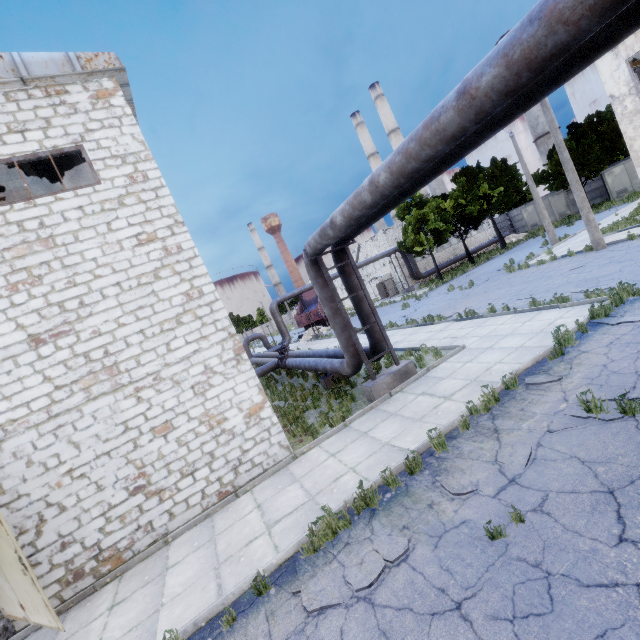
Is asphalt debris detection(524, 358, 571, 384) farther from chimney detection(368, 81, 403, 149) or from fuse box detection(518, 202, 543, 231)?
chimney detection(368, 81, 403, 149)

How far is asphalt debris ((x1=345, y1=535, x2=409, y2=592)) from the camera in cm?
409

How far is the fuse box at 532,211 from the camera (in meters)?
39.81

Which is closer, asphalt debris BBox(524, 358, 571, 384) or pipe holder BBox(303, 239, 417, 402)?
asphalt debris BBox(524, 358, 571, 384)

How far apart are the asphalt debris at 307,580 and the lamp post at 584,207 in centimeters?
1808cm

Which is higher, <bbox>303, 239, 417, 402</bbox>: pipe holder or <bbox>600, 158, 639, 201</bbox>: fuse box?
<bbox>600, 158, 639, 201</bbox>: fuse box

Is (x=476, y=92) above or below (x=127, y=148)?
below

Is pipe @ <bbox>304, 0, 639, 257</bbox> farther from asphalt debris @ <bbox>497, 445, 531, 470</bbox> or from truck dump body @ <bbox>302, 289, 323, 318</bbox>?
truck dump body @ <bbox>302, 289, 323, 318</bbox>
